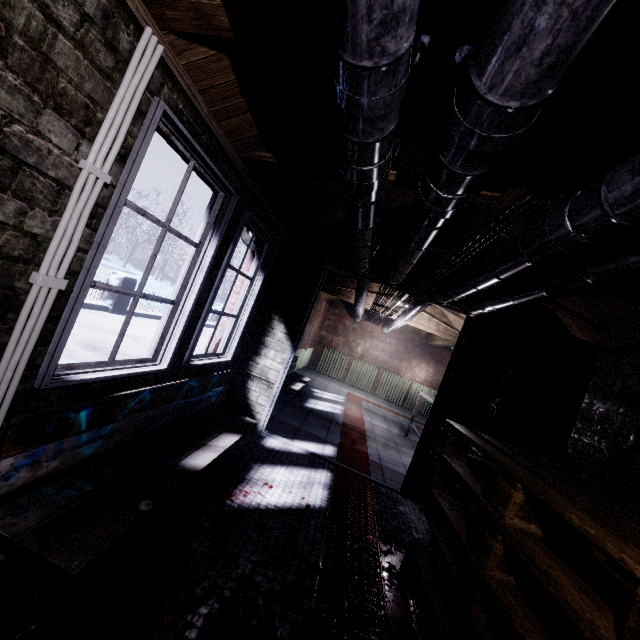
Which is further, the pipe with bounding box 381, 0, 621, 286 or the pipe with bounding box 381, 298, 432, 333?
the pipe with bounding box 381, 298, 432, 333

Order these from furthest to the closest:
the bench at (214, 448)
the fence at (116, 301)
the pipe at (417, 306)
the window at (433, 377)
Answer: the window at (433, 377), the fence at (116, 301), the pipe at (417, 306), the bench at (214, 448)

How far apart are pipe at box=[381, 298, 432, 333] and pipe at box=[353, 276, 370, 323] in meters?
0.6 m

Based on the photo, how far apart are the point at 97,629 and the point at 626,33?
2.5m

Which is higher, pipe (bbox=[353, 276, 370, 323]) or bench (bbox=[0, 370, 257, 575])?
pipe (bbox=[353, 276, 370, 323])

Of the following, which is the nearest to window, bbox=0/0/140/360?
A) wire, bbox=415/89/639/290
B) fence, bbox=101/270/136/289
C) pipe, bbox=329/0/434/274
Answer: pipe, bbox=329/0/434/274

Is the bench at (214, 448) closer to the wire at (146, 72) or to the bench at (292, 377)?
the wire at (146, 72)

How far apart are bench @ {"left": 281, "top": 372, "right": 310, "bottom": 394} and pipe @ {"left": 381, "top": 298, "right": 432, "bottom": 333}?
2.0m
